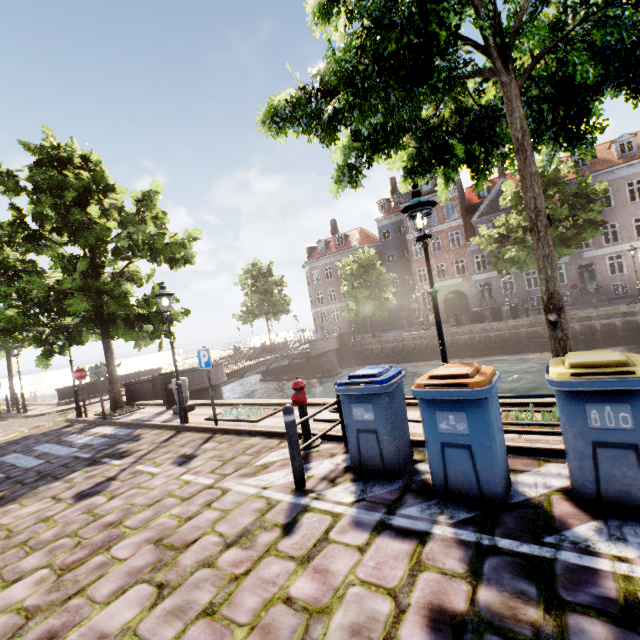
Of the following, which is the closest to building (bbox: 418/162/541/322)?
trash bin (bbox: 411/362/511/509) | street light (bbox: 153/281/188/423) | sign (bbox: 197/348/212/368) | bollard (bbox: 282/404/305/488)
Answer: street light (bbox: 153/281/188/423)

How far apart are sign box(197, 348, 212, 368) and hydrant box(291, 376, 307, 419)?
2.7 meters

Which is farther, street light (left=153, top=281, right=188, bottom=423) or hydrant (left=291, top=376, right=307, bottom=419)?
street light (left=153, top=281, right=188, bottom=423)

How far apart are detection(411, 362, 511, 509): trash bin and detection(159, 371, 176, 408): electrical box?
9.9m

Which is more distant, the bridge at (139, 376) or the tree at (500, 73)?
the bridge at (139, 376)

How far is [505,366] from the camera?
19.9 meters

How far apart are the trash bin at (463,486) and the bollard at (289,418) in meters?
1.6 m

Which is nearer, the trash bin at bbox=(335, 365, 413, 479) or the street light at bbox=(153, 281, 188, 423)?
the trash bin at bbox=(335, 365, 413, 479)
